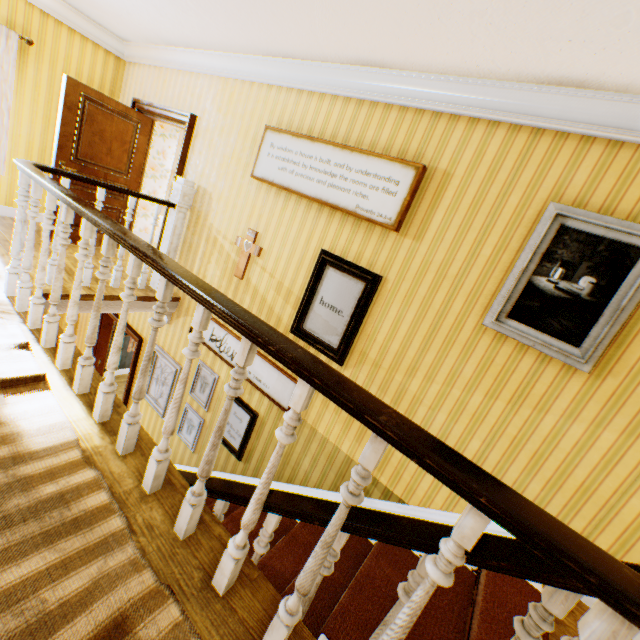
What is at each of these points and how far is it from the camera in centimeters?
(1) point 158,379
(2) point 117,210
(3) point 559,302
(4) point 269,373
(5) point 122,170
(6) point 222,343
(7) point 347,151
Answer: (1) picture frame, 516cm
(2) childactor, 545cm
(3) picture frame, 232cm
(4) picture frame, 385cm
(5) childactor, 521cm
(6) picture frame, 429cm
(7) picture frame, 312cm

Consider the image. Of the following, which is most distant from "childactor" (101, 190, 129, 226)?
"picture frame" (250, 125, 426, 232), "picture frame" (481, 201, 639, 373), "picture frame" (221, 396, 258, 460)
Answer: "picture frame" (481, 201, 639, 373)

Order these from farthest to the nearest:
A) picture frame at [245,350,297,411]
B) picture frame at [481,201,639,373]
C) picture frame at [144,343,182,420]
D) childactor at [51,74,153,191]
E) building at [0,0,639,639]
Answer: picture frame at [144,343,182,420] < childactor at [51,74,153,191] < picture frame at [245,350,297,411] < picture frame at [481,201,639,373] < building at [0,0,639,639]

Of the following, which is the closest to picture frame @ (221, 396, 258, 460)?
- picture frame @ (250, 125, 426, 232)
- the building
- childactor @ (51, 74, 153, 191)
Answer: the building

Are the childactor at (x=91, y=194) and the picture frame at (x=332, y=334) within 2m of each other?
no

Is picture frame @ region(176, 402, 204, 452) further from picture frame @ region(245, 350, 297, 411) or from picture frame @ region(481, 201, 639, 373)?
picture frame @ region(481, 201, 639, 373)

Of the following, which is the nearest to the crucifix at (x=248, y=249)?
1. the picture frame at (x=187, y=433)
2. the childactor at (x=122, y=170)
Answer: the picture frame at (x=187, y=433)

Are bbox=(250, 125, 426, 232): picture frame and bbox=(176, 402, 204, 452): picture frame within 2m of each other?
no
